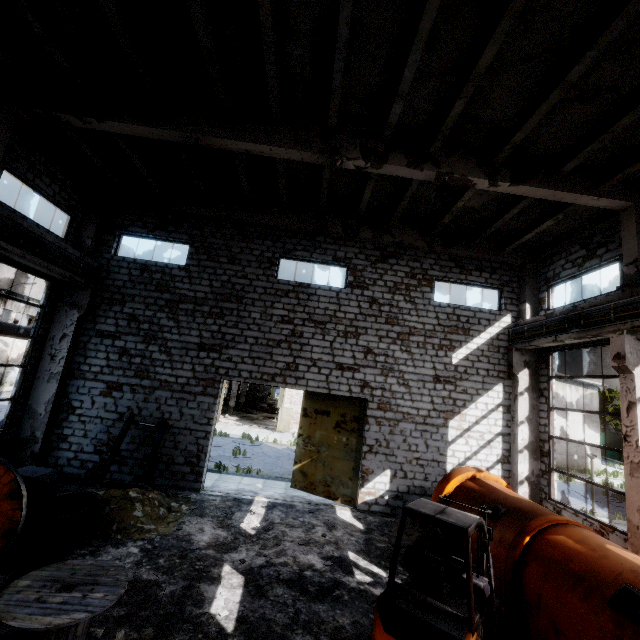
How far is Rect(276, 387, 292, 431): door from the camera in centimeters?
2816cm

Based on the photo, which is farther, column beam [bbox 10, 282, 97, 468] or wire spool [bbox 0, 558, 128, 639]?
column beam [bbox 10, 282, 97, 468]

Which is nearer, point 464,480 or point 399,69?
point 399,69

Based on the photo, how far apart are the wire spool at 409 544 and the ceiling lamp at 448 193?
8.1m

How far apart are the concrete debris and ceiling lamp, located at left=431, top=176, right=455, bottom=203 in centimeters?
1106cm

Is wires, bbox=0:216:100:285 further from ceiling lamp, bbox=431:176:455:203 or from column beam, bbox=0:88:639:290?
ceiling lamp, bbox=431:176:455:203

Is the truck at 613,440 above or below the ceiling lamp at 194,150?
below

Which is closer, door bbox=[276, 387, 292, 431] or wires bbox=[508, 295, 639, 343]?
wires bbox=[508, 295, 639, 343]
